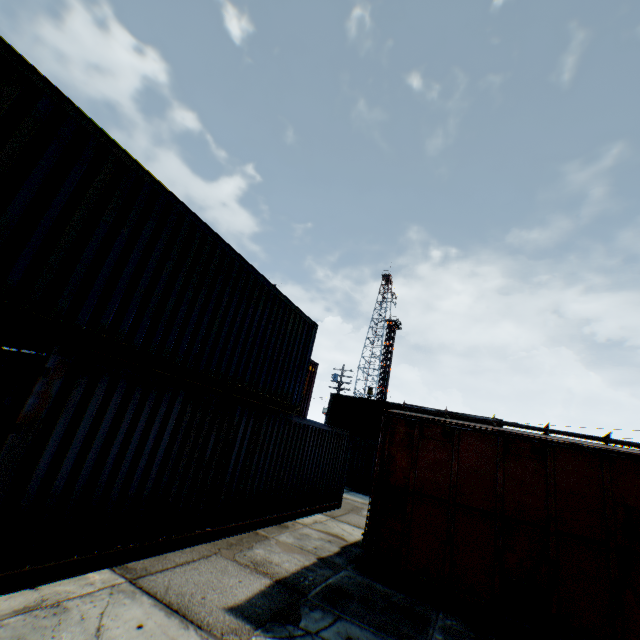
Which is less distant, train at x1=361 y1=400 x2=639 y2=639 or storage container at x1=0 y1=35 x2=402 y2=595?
storage container at x1=0 y1=35 x2=402 y2=595

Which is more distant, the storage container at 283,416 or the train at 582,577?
the train at 582,577

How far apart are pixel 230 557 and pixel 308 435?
4.7m
